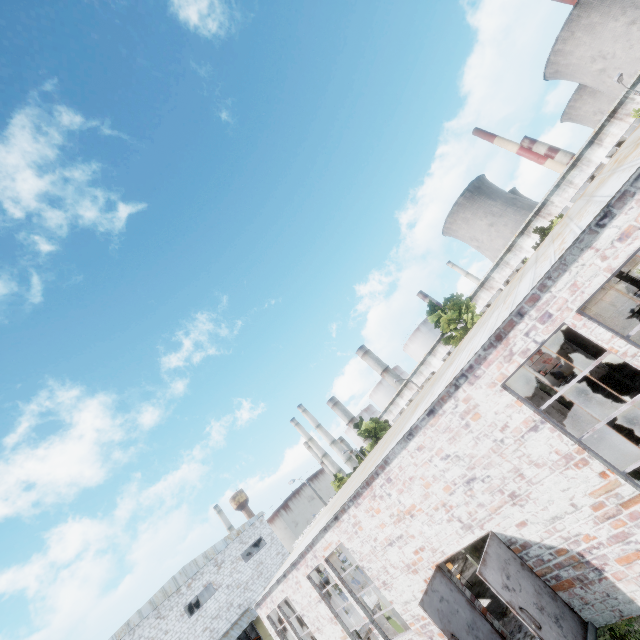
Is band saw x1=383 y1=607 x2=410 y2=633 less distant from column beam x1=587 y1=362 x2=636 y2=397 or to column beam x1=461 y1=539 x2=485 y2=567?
column beam x1=461 y1=539 x2=485 y2=567

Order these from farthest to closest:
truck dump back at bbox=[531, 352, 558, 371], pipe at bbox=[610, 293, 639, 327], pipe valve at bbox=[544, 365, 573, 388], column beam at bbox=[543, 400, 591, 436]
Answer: truck dump back at bbox=[531, 352, 558, 371] → pipe valve at bbox=[544, 365, 573, 388] → pipe at bbox=[610, 293, 639, 327] → column beam at bbox=[543, 400, 591, 436]

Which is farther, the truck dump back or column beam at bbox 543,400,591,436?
the truck dump back

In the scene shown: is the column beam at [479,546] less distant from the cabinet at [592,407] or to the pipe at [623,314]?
the cabinet at [592,407]

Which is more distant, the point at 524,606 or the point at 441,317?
the point at 441,317

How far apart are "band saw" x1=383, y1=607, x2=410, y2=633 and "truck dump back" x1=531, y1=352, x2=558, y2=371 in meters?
17.2 m

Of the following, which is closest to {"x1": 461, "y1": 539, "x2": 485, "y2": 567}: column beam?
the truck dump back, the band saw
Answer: the band saw

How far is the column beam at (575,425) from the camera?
8.5m
